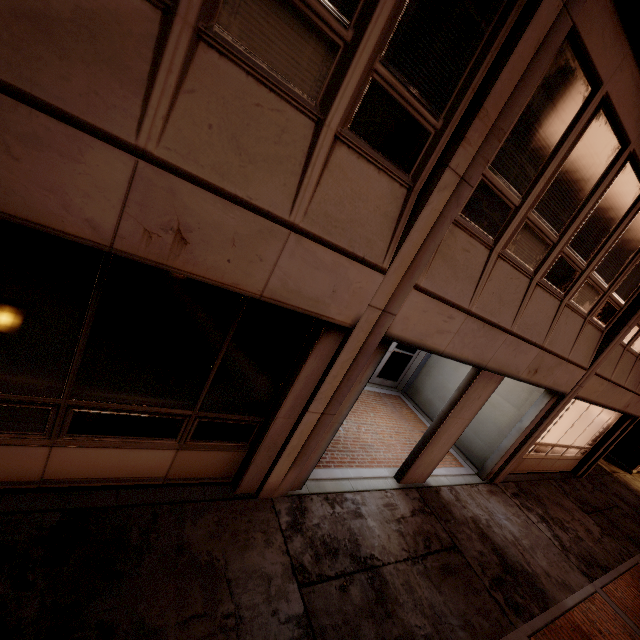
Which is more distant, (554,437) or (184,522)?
(554,437)
